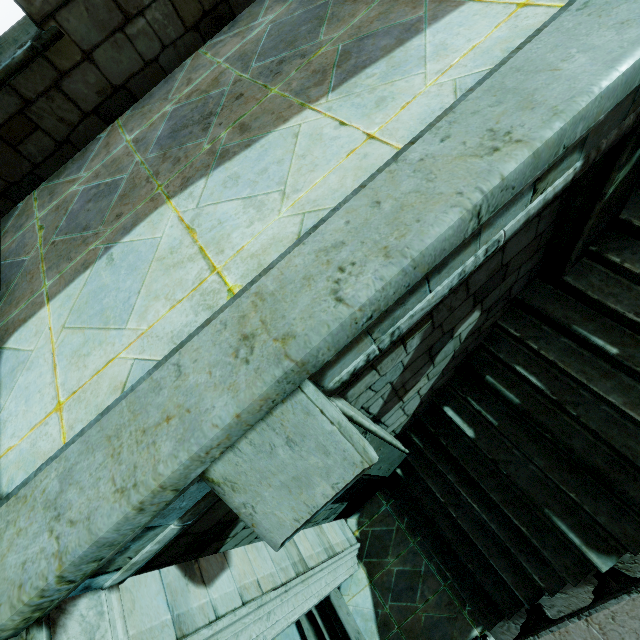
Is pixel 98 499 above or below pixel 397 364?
above
